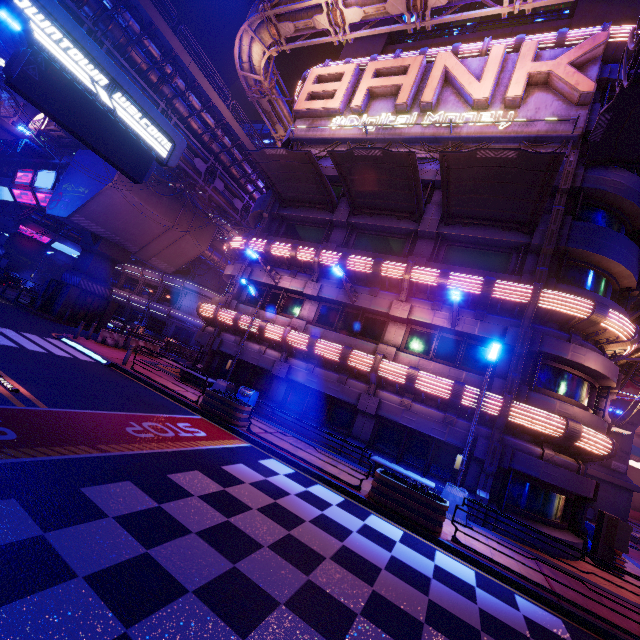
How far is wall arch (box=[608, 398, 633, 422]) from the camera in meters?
27.8 m

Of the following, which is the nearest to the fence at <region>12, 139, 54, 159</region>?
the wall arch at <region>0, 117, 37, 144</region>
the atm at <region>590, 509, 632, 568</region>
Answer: the wall arch at <region>0, 117, 37, 144</region>

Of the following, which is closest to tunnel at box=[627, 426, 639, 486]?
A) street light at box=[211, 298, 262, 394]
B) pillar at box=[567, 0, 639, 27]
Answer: pillar at box=[567, 0, 639, 27]

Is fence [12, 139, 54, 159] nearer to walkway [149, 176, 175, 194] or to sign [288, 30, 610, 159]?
walkway [149, 176, 175, 194]

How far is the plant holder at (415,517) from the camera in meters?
9.1 m

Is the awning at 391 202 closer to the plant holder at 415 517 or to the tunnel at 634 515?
the plant holder at 415 517

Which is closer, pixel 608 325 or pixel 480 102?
pixel 608 325

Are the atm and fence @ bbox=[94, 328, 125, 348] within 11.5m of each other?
no
